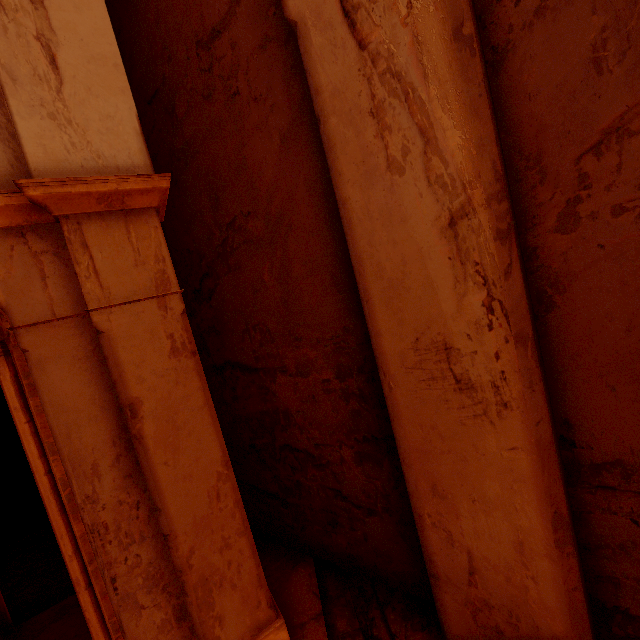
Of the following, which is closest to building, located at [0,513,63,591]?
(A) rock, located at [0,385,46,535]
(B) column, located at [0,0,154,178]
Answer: (A) rock, located at [0,385,46,535]

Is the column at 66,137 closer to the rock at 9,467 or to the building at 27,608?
the building at 27,608

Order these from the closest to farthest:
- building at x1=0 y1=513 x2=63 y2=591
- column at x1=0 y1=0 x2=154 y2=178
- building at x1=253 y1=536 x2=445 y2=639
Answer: column at x1=0 y1=0 x2=154 y2=178, building at x1=253 y1=536 x2=445 y2=639, building at x1=0 y1=513 x2=63 y2=591

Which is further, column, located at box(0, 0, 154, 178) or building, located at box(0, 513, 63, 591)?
building, located at box(0, 513, 63, 591)

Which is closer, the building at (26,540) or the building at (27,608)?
the building at (27,608)

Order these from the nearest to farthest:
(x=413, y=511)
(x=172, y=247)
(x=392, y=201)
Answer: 1. (x=392, y=201)
2. (x=413, y=511)
3. (x=172, y=247)
